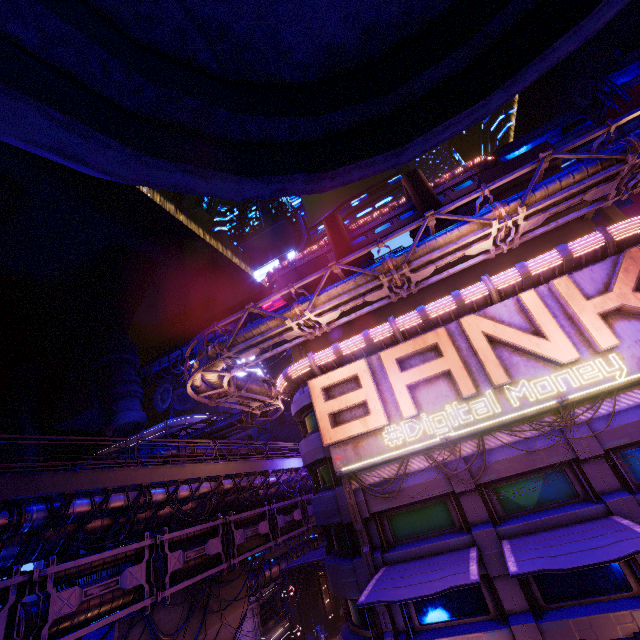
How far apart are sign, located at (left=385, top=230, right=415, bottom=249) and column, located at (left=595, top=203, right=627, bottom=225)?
30.4 meters

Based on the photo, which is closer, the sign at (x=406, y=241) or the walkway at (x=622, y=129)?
the walkway at (x=622, y=129)

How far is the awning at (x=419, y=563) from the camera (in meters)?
9.91

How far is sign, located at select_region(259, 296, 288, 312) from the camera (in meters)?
54.09

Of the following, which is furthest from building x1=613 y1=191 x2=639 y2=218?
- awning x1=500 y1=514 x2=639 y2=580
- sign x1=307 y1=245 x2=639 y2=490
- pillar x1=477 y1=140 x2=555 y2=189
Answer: awning x1=500 y1=514 x2=639 y2=580

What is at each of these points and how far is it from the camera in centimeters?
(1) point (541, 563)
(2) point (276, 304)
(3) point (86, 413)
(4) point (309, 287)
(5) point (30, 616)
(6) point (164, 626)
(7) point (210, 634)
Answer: (1) awning, 941cm
(2) sign, 5469cm
(3) building, 5128cm
(4) pillar, 2339cm
(5) pipe, 1083cm
(6) walkway, 1714cm
(7) walkway, 1944cm

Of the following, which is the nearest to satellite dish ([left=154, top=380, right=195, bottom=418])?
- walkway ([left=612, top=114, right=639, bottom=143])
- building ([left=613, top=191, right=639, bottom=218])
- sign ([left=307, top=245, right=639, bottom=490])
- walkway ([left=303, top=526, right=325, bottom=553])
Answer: walkway ([left=303, top=526, right=325, bottom=553])

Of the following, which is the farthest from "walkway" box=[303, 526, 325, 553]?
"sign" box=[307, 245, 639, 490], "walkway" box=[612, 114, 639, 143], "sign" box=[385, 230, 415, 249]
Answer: "walkway" box=[612, 114, 639, 143]
